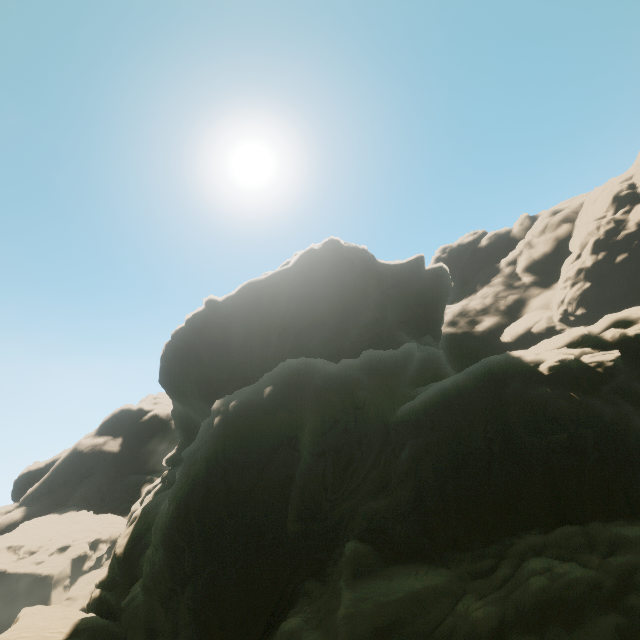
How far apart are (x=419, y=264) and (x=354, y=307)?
16.05m
